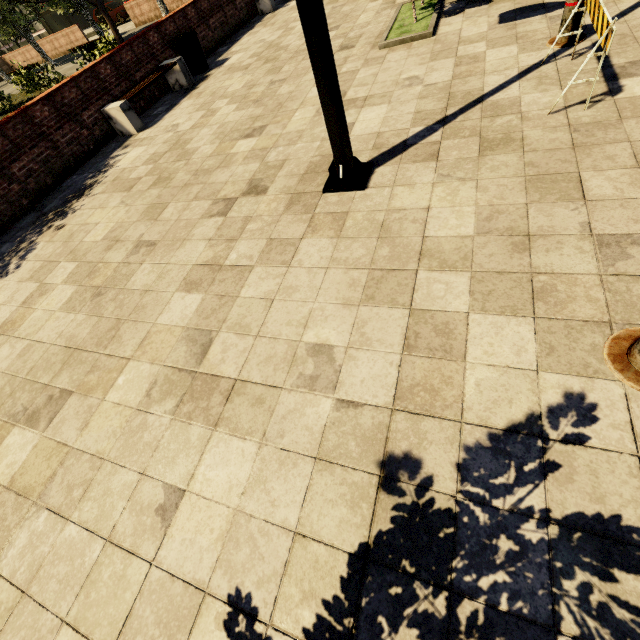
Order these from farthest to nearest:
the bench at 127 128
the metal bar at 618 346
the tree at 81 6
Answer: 1. the tree at 81 6
2. the bench at 127 128
3. the metal bar at 618 346

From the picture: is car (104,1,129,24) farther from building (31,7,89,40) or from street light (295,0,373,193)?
street light (295,0,373,193)

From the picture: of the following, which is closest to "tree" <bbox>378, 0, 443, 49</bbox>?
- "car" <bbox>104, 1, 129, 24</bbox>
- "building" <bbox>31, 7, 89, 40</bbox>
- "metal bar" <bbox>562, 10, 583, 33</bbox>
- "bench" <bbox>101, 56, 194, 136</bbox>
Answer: "building" <bbox>31, 7, 89, 40</bbox>

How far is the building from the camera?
37.81m

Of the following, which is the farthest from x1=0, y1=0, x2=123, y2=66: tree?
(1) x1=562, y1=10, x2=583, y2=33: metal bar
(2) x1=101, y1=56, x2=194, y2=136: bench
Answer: (2) x1=101, y1=56, x2=194, y2=136: bench

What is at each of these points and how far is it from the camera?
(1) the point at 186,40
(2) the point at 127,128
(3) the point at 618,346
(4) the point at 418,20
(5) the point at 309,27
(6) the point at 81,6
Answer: (1) trash bin, 8.42m
(2) bench, 7.30m
(3) metal bar, 1.94m
(4) tree, 6.39m
(5) street light, 2.68m
(6) tree, 17.86m

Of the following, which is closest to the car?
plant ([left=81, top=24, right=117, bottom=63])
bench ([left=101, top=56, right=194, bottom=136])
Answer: plant ([left=81, top=24, right=117, bottom=63])

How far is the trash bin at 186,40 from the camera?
8.48m
